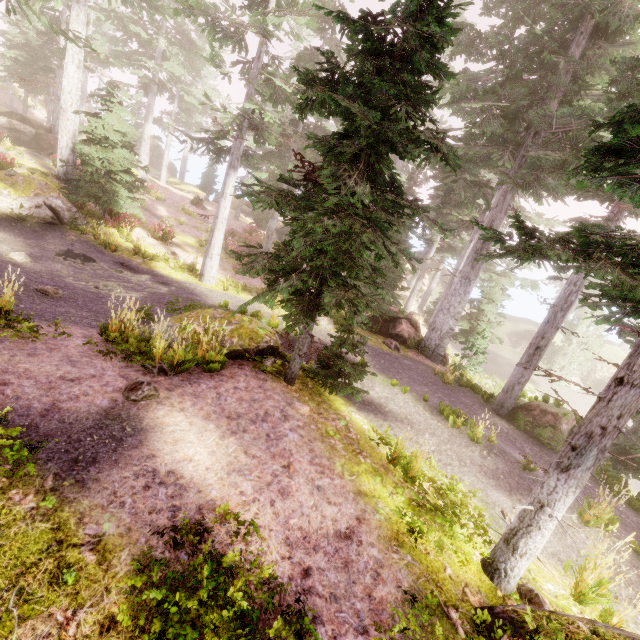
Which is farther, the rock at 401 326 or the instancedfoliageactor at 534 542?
the rock at 401 326

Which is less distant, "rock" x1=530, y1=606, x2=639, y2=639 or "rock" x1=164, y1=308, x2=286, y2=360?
"rock" x1=530, y1=606, x2=639, y2=639

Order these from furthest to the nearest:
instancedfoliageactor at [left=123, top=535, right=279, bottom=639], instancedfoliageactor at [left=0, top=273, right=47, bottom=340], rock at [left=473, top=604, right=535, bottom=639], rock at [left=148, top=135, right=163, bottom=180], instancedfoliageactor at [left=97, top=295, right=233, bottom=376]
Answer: rock at [left=148, top=135, right=163, bottom=180], instancedfoliageactor at [left=97, top=295, right=233, bottom=376], instancedfoliageactor at [left=0, top=273, right=47, bottom=340], rock at [left=473, top=604, right=535, bottom=639], instancedfoliageactor at [left=123, top=535, right=279, bottom=639]

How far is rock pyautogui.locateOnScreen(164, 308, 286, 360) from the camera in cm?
781

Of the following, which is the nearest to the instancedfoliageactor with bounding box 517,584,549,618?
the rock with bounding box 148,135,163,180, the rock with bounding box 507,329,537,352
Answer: the rock with bounding box 507,329,537,352

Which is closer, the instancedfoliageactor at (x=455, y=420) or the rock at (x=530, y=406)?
the instancedfoliageactor at (x=455, y=420)

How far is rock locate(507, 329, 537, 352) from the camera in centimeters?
3709cm

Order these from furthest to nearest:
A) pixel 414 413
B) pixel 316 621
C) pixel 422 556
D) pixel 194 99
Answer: pixel 194 99 < pixel 414 413 < pixel 422 556 < pixel 316 621
